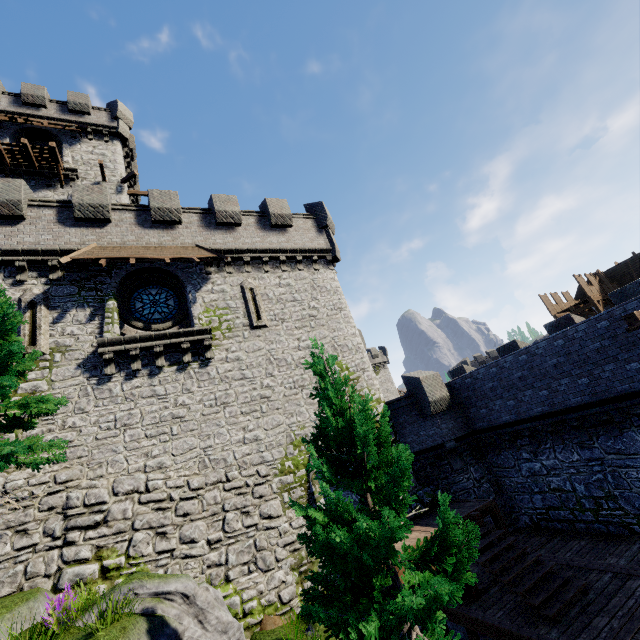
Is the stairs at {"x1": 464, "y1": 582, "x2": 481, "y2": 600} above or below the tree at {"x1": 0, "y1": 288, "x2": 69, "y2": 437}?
below

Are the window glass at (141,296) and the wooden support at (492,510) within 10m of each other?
no

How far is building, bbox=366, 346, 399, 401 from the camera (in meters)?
55.25

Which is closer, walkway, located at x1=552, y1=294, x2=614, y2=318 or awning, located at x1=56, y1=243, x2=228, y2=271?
awning, located at x1=56, y1=243, x2=228, y2=271

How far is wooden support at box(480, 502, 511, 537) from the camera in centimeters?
1218cm

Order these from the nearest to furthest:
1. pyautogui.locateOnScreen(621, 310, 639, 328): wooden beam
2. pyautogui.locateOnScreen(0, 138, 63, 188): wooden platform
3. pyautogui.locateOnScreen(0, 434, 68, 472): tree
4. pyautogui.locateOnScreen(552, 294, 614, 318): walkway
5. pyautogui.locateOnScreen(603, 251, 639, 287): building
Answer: pyautogui.locateOnScreen(0, 434, 68, 472): tree
pyautogui.locateOnScreen(621, 310, 639, 328): wooden beam
pyautogui.locateOnScreen(0, 138, 63, 188): wooden platform
pyautogui.locateOnScreen(552, 294, 614, 318): walkway
pyautogui.locateOnScreen(603, 251, 639, 287): building

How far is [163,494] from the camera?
10.7m

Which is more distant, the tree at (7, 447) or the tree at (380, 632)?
the tree at (7, 447)
